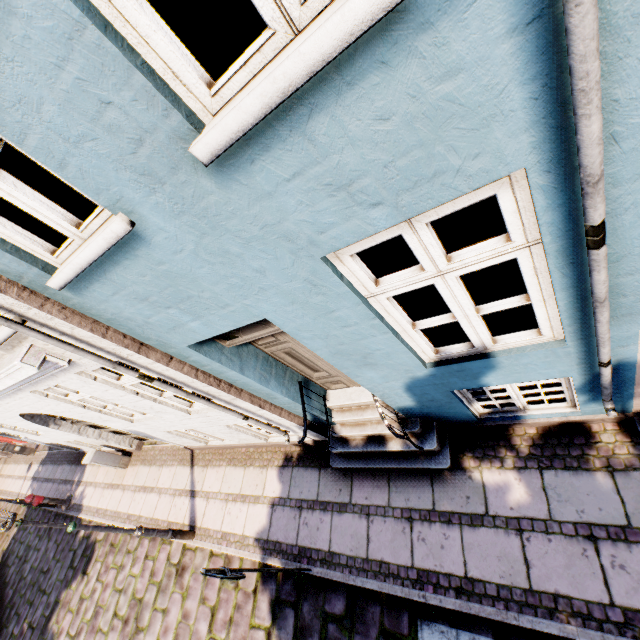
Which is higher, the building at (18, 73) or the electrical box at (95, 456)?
the building at (18, 73)

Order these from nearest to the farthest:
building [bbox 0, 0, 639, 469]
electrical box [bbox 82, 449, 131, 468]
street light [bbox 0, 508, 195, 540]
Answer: building [bbox 0, 0, 639, 469] < street light [bbox 0, 508, 195, 540] < electrical box [bbox 82, 449, 131, 468]

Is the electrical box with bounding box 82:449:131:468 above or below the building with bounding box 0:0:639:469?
below

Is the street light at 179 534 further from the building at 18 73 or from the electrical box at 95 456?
the electrical box at 95 456

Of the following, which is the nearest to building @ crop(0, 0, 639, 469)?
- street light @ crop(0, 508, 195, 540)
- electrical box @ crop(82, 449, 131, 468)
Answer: electrical box @ crop(82, 449, 131, 468)

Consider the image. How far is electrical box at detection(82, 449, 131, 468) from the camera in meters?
9.2

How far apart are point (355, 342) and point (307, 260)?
1.1 meters
